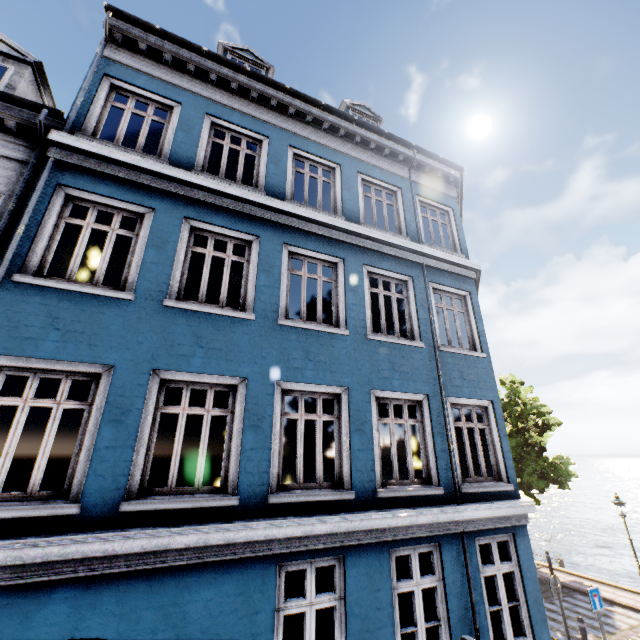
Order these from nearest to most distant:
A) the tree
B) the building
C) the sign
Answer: the building < the sign < the tree

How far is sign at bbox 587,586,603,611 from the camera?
8.8 meters

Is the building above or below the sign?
above

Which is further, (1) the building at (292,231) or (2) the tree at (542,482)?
(2) the tree at (542,482)

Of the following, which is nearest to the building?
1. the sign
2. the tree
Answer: the sign

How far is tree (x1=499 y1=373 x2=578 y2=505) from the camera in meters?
16.4

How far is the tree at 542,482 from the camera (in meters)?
16.38

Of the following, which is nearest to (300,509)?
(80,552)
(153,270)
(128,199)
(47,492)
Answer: (80,552)
